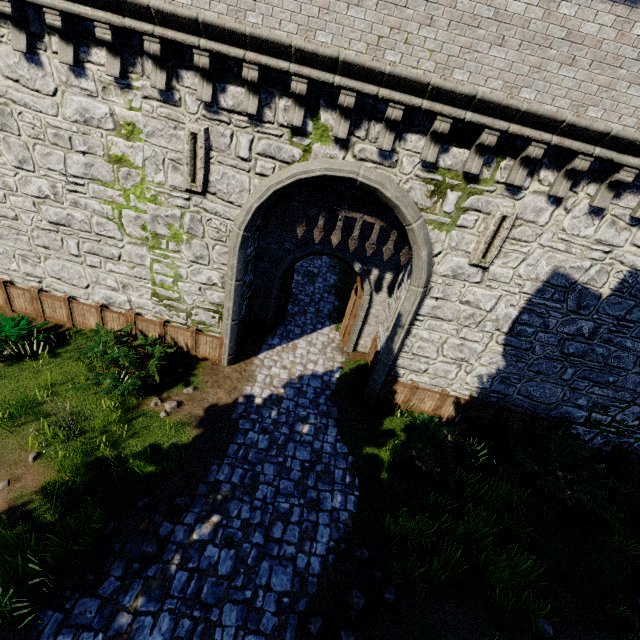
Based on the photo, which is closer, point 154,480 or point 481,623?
point 481,623

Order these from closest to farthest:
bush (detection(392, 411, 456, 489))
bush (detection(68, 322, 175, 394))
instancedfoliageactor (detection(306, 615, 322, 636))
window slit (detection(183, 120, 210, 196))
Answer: instancedfoliageactor (detection(306, 615, 322, 636))
window slit (detection(183, 120, 210, 196))
bush (detection(68, 322, 175, 394))
bush (detection(392, 411, 456, 489))

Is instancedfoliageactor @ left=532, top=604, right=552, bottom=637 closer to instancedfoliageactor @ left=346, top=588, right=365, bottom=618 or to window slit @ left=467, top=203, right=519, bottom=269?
instancedfoliageactor @ left=346, top=588, right=365, bottom=618

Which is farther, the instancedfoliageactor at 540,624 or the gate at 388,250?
the gate at 388,250

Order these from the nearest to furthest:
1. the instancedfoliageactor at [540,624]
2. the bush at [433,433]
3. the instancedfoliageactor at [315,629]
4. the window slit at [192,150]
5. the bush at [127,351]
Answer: the instancedfoliageactor at [315,629] → the instancedfoliageactor at [540,624] → the window slit at [192,150] → the bush at [127,351] → the bush at [433,433]

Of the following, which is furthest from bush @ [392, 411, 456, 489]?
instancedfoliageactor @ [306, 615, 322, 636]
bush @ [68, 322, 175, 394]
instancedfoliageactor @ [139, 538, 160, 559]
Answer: bush @ [68, 322, 175, 394]

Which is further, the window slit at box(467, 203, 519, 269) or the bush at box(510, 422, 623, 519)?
the bush at box(510, 422, 623, 519)

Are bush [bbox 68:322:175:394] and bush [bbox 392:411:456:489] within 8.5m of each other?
yes
